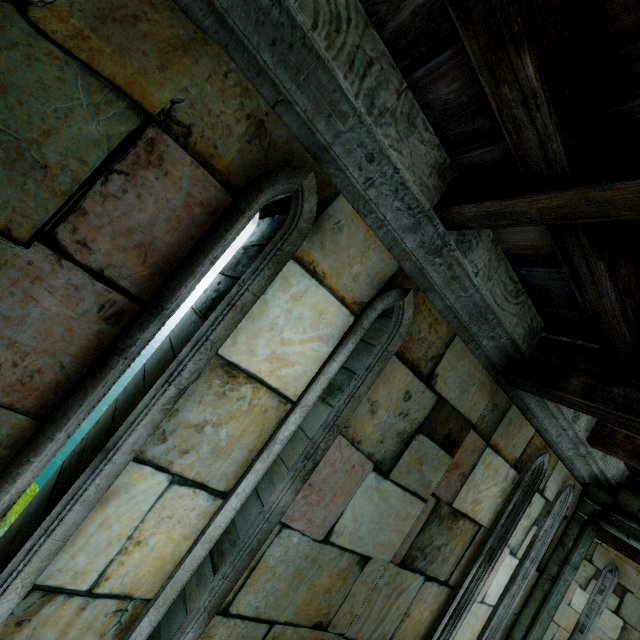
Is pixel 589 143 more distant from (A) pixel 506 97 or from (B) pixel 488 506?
(B) pixel 488 506
